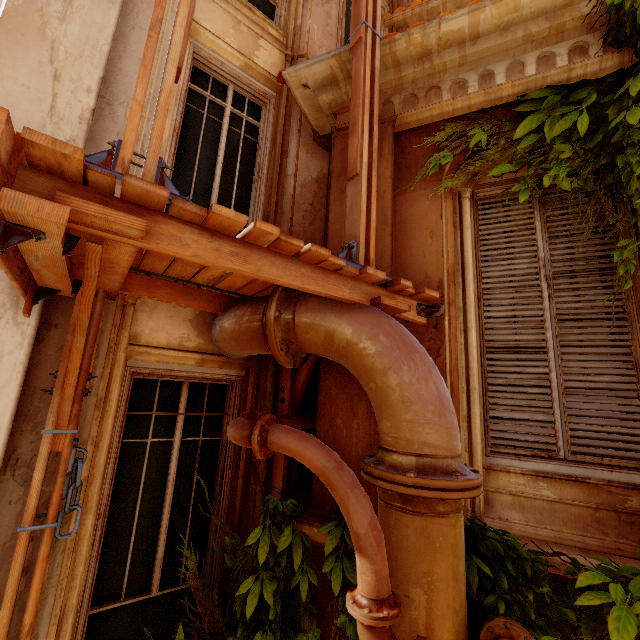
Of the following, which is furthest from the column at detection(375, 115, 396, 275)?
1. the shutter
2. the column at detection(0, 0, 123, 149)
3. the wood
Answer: the column at detection(0, 0, 123, 149)

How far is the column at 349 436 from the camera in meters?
2.7

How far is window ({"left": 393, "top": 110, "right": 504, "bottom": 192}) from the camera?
3.3 meters

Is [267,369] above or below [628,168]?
below

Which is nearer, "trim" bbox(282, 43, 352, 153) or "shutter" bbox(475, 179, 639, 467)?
"shutter" bbox(475, 179, 639, 467)

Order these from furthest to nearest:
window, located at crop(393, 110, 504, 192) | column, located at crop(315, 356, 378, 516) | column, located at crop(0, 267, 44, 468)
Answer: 1. window, located at crop(393, 110, 504, 192)
2. column, located at crop(315, 356, 378, 516)
3. column, located at crop(0, 267, 44, 468)

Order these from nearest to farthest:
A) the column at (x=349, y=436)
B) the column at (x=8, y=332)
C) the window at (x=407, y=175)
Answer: the column at (x=8, y=332) < the column at (x=349, y=436) < the window at (x=407, y=175)
